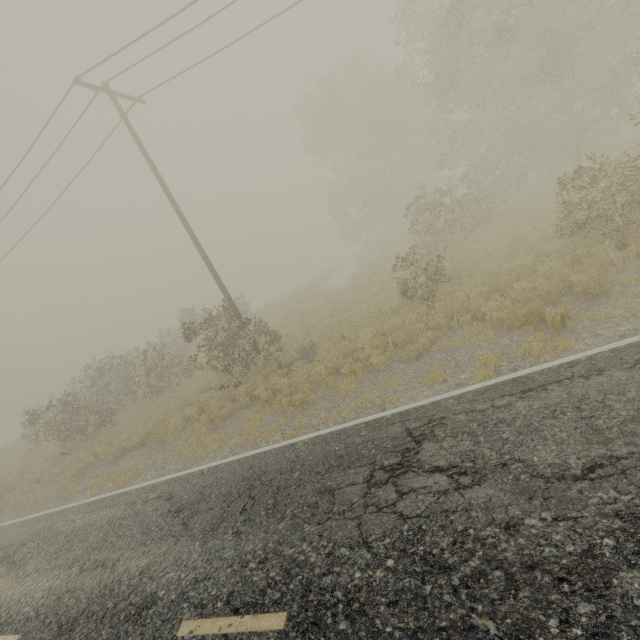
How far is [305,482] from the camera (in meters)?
5.96
